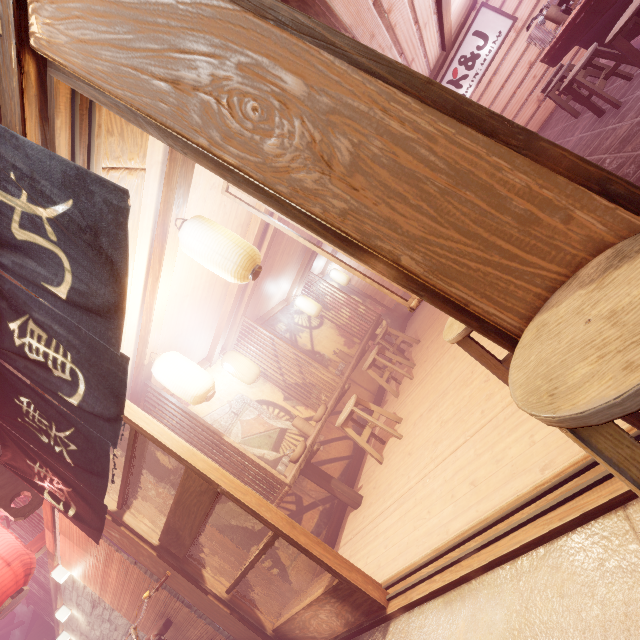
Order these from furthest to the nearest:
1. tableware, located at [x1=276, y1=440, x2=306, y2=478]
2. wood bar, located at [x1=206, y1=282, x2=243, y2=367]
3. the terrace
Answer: the terrace
wood bar, located at [x1=206, y1=282, x2=243, y2=367]
tableware, located at [x1=276, y1=440, x2=306, y2=478]

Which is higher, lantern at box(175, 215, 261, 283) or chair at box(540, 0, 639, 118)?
lantern at box(175, 215, 261, 283)

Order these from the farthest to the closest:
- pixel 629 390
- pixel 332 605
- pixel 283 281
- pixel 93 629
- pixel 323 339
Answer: pixel 323 339, pixel 283 281, pixel 93 629, pixel 332 605, pixel 629 390

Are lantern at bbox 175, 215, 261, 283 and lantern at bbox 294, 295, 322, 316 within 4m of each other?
no

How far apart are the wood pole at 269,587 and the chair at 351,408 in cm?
291

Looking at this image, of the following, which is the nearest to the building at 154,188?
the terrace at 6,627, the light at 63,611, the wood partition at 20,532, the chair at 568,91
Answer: the chair at 568,91

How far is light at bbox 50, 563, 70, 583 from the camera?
7.7 meters

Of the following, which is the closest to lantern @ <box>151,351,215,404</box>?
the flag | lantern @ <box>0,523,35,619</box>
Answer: the flag
